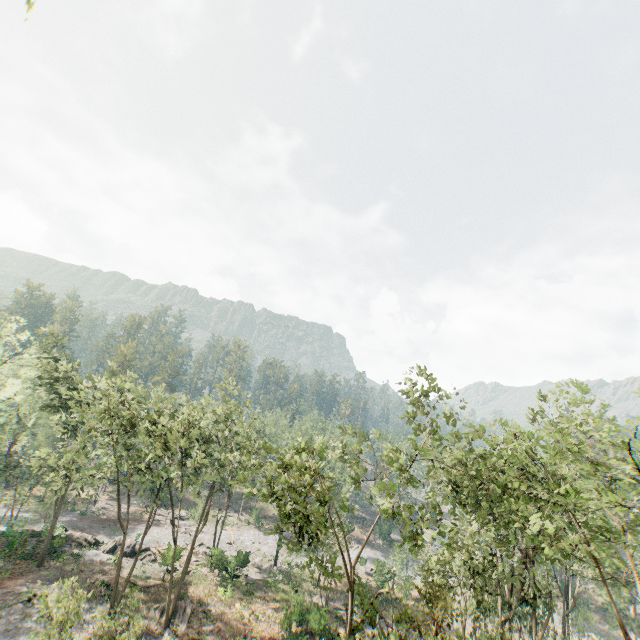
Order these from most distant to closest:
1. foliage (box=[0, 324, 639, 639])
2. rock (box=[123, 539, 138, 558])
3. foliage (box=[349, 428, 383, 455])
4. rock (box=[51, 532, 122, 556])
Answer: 1. rock (box=[123, 539, 138, 558])
2. rock (box=[51, 532, 122, 556])
3. foliage (box=[349, 428, 383, 455])
4. foliage (box=[0, 324, 639, 639])

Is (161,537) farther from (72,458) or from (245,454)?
(72,458)

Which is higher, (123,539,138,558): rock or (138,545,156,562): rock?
(123,539,138,558): rock

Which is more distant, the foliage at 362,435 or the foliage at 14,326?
the foliage at 14,326

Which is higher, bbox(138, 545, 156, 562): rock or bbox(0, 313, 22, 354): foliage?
bbox(0, 313, 22, 354): foliage

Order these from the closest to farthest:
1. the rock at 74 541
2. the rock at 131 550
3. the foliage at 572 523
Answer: the foliage at 572 523
the rock at 74 541
the rock at 131 550

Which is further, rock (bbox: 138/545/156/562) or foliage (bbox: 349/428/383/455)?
rock (bbox: 138/545/156/562)

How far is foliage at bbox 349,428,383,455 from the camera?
20.6 meters
